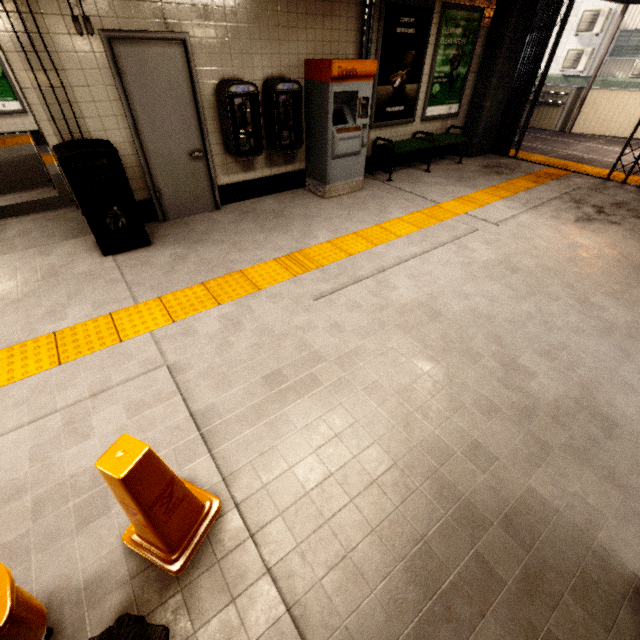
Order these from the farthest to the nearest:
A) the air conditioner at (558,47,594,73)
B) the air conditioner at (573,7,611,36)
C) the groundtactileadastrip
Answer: the air conditioner at (558,47,594,73)
the air conditioner at (573,7,611,36)
the groundtactileadastrip

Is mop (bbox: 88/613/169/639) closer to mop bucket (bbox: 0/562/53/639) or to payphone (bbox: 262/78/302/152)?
mop bucket (bbox: 0/562/53/639)

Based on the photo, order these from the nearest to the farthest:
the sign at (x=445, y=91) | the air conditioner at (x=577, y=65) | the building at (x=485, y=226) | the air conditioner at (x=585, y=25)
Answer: the building at (x=485, y=226)
the sign at (x=445, y=91)
the air conditioner at (x=585, y=25)
the air conditioner at (x=577, y=65)

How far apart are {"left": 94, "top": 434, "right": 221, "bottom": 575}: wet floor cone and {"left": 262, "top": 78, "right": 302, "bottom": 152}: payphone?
4.6m

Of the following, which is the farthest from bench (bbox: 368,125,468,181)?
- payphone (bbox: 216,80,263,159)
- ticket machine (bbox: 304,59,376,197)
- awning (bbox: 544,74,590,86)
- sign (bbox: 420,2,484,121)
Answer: awning (bbox: 544,74,590,86)

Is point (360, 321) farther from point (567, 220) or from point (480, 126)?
point (480, 126)

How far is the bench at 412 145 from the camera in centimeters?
614cm

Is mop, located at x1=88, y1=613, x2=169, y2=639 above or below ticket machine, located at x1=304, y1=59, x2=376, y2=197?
below
